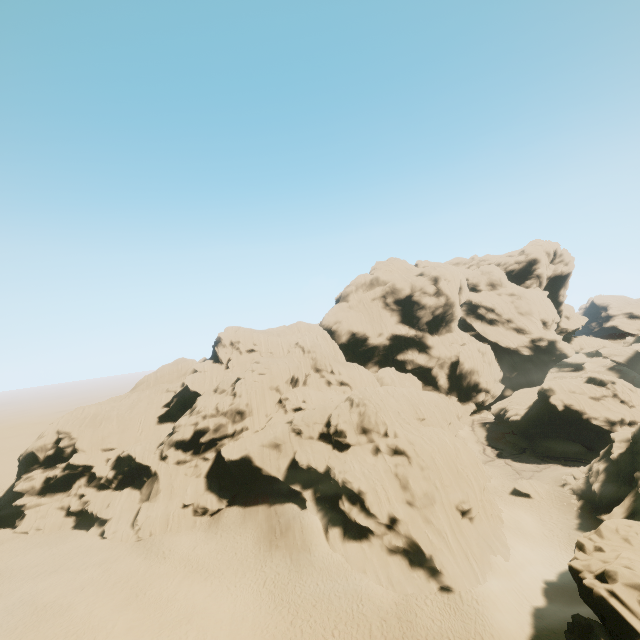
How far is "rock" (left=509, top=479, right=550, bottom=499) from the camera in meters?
41.9 m

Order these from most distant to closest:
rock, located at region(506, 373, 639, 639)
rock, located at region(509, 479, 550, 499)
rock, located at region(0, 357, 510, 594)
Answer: rock, located at region(509, 479, 550, 499) < rock, located at region(0, 357, 510, 594) < rock, located at region(506, 373, 639, 639)

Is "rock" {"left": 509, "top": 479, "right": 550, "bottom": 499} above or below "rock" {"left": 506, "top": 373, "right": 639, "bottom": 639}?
below

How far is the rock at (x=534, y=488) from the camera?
41.93m

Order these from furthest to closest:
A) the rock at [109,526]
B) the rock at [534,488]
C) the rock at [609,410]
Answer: the rock at [534,488]
the rock at [109,526]
the rock at [609,410]

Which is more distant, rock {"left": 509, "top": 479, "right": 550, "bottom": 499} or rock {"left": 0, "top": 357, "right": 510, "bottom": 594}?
rock {"left": 509, "top": 479, "right": 550, "bottom": 499}

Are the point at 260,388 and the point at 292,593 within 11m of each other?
no
